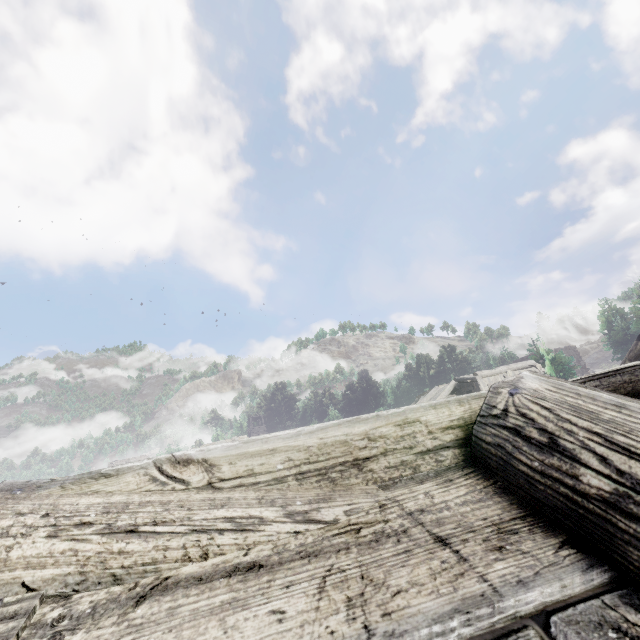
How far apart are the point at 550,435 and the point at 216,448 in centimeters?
117cm
